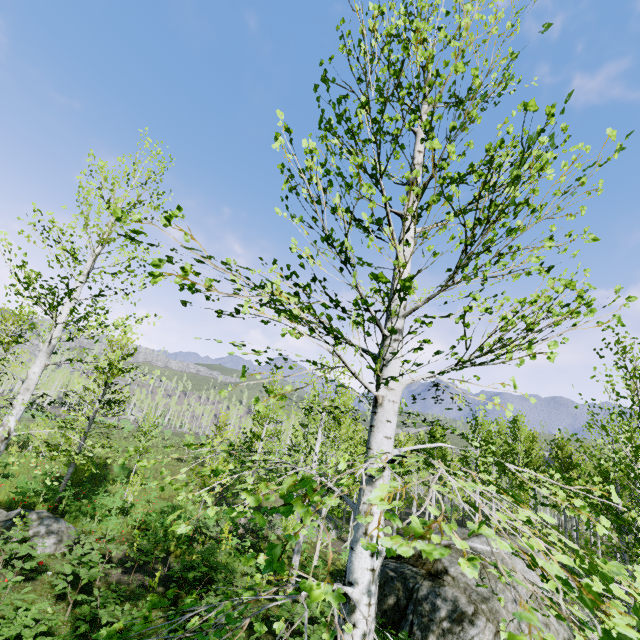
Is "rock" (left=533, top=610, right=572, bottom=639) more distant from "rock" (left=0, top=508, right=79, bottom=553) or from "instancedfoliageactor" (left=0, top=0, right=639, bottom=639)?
"rock" (left=0, top=508, right=79, bottom=553)

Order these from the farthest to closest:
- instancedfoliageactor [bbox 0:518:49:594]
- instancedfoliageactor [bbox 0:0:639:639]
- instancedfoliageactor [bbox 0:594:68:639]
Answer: instancedfoliageactor [bbox 0:518:49:594]
instancedfoliageactor [bbox 0:594:68:639]
instancedfoliageactor [bbox 0:0:639:639]

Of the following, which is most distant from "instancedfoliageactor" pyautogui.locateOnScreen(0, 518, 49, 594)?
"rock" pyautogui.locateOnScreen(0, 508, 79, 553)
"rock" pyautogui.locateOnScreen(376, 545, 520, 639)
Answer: "rock" pyautogui.locateOnScreen(0, 508, 79, 553)

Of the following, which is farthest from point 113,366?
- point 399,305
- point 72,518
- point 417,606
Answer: point 399,305

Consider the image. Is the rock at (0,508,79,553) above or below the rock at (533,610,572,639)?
below

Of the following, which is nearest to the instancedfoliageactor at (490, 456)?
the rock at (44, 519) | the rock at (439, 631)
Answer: the rock at (439, 631)

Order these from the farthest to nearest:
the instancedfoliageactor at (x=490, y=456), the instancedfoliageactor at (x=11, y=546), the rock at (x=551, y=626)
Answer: the rock at (x=551, y=626) → the instancedfoliageactor at (x=11, y=546) → the instancedfoliageactor at (x=490, y=456)
